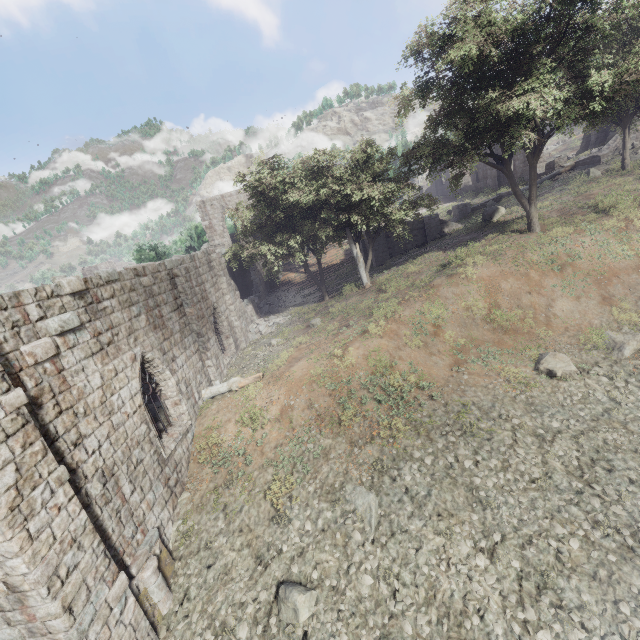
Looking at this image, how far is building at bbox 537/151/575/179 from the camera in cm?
3117

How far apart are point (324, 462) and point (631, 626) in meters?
7.1 m

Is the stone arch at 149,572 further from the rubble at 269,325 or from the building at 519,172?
the building at 519,172

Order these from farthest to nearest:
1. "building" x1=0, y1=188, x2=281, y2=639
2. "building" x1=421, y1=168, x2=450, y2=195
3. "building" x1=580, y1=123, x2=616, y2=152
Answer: "building" x1=421, y1=168, x2=450, y2=195 → "building" x1=580, y1=123, x2=616, y2=152 → "building" x1=0, y1=188, x2=281, y2=639

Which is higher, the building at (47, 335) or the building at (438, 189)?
the building at (438, 189)

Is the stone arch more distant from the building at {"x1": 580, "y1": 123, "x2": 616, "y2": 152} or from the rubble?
the building at {"x1": 580, "y1": 123, "x2": 616, "y2": 152}

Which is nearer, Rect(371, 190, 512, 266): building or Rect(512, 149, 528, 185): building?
Rect(371, 190, 512, 266): building
